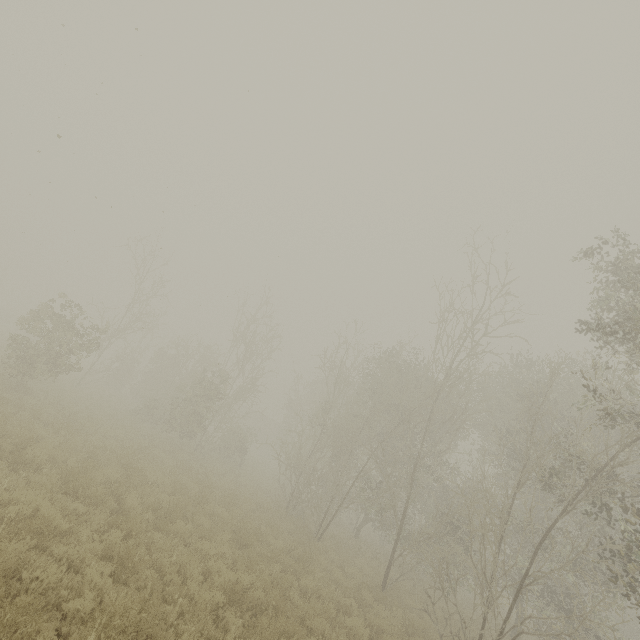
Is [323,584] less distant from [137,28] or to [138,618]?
[138,618]

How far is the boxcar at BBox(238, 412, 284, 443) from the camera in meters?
49.9

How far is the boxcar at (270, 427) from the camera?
49.9m
